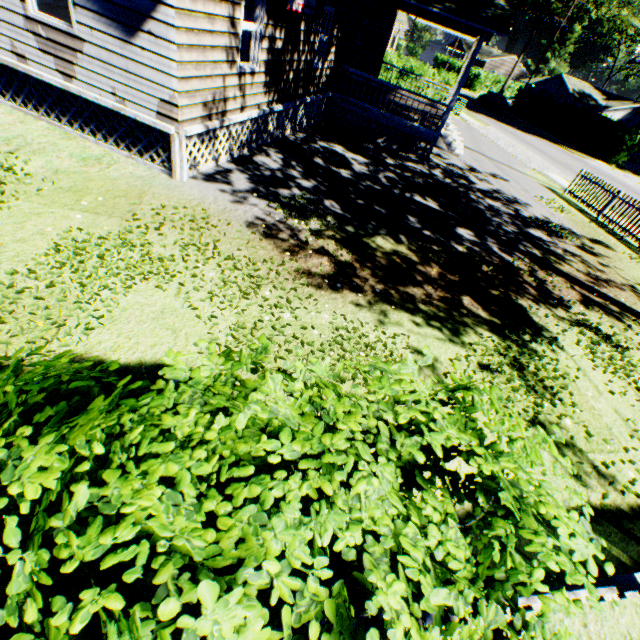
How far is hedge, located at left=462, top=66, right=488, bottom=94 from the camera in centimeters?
5103cm

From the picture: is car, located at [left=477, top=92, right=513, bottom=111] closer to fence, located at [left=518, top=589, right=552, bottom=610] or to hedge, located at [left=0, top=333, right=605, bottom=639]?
hedge, located at [left=0, top=333, right=605, bottom=639]

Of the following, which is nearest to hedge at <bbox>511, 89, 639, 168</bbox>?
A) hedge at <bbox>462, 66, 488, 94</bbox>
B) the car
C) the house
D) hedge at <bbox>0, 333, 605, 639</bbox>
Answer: the car

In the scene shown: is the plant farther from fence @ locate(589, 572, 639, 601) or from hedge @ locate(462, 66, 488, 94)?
fence @ locate(589, 572, 639, 601)

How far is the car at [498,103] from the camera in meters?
39.4 m

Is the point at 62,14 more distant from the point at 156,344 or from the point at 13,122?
the point at 156,344

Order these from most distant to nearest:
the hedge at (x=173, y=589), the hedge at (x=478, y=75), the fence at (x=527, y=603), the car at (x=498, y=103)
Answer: the hedge at (x=478, y=75), the car at (x=498, y=103), the fence at (x=527, y=603), the hedge at (x=173, y=589)

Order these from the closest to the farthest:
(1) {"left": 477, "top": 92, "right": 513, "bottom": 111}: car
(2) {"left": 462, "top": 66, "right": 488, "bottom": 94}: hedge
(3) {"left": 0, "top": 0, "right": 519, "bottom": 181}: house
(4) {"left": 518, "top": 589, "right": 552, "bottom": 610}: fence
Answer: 1. (4) {"left": 518, "top": 589, "right": 552, "bottom": 610}: fence
2. (3) {"left": 0, "top": 0, "right": 519, "bottom": 181}: house
3. (1) {"left": 477, "top": 92, "right": 513, "bottom": 111}: car
4. (2) {"left": 462, "top": 66, "right": 488, "bottom": 94}: hedge
